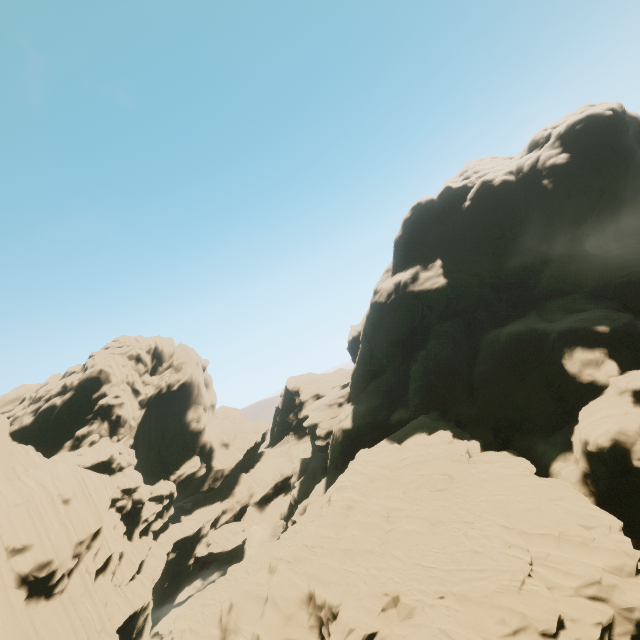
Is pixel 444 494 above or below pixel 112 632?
above
